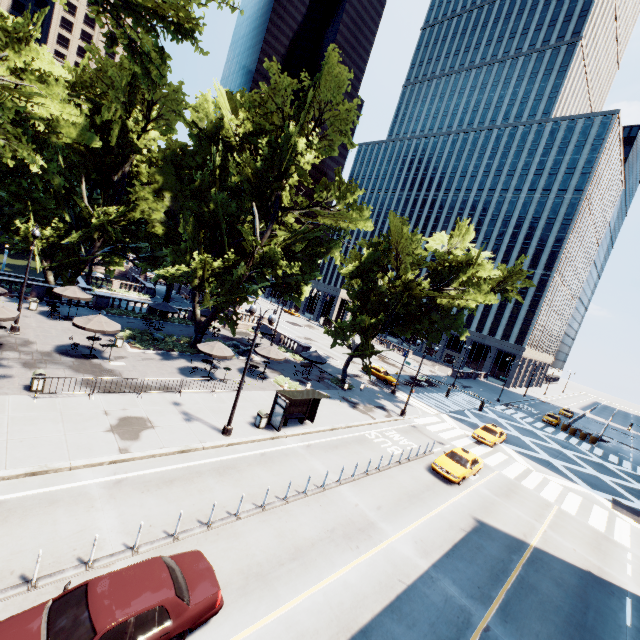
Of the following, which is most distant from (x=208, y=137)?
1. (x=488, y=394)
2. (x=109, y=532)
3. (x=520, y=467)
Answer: (x=488, y=394)

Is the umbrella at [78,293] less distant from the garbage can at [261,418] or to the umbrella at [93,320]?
the umbrella at [93,320]

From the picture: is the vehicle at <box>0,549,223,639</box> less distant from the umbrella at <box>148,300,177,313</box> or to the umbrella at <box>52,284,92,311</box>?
the umbrella at <box>52,284,92,311</box>

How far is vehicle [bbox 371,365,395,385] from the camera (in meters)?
40.03

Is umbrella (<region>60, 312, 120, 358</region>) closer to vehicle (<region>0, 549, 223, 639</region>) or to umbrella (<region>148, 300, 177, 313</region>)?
umbrella (<region>148, 300, 177, 313</region>)

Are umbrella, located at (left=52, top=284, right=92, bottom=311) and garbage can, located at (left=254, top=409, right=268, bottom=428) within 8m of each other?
no

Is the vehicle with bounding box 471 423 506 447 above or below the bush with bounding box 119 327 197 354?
above

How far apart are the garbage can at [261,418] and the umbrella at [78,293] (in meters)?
19.10
